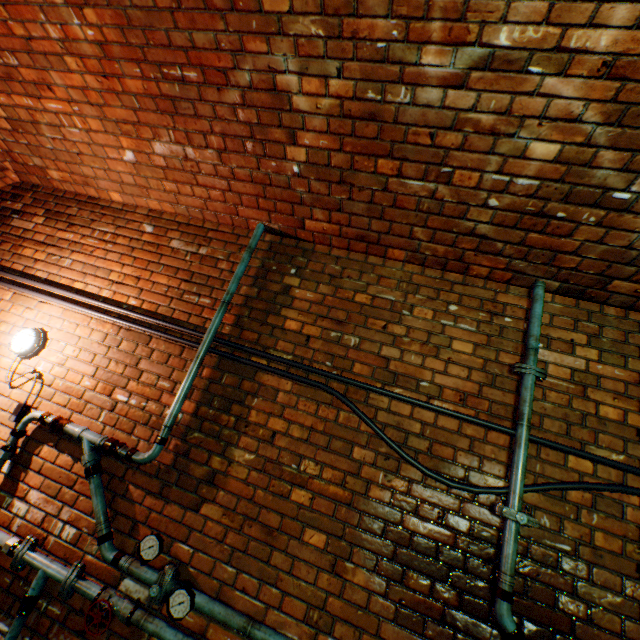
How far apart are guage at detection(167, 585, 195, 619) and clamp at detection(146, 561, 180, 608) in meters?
0.1

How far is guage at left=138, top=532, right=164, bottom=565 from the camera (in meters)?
1.97

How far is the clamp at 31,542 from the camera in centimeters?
203cm

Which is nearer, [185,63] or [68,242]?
[185,63]

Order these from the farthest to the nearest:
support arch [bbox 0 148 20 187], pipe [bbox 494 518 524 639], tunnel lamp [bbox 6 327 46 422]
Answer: support arch [bbox 0 148 20 187] < tunnel lamp [bbox 6 327 46 422] < pipe [bbox 494 518 524 639]

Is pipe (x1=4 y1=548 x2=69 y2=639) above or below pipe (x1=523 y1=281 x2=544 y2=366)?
below

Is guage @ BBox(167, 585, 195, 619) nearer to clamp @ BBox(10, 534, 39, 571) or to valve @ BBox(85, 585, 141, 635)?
valve @ BBox(85, 585, 141, 635)

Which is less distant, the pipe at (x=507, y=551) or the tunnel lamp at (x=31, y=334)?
the pipe at (x=507, y=551)
